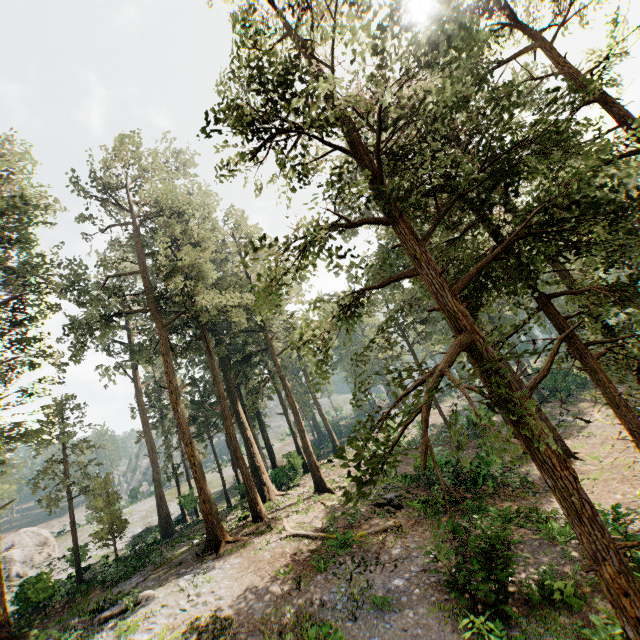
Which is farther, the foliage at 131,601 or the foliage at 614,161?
the foliage at 131,601

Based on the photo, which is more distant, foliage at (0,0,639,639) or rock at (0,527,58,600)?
rock at (0,527,58,600)

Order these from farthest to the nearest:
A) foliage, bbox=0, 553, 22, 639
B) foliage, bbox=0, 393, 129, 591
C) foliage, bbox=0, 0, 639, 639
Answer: foliage, bbox=0, 393, 129, 591
foliage, bbox=0, 553, 22, 639
foliage, bbox=0, 0, 639, 639

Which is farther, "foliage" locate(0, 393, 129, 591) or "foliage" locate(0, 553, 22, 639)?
"foliage" locate(0, 393, 129, 591)

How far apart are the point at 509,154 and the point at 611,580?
7.9 meters

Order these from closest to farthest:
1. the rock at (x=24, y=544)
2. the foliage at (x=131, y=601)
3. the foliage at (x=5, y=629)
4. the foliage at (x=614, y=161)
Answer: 1. the foliage at (x=614, y=161)
2. the foliage at (x=131, y=601)
3. the foliage at (x=5, y=629)
4. the rock at (x=24, y=544)
